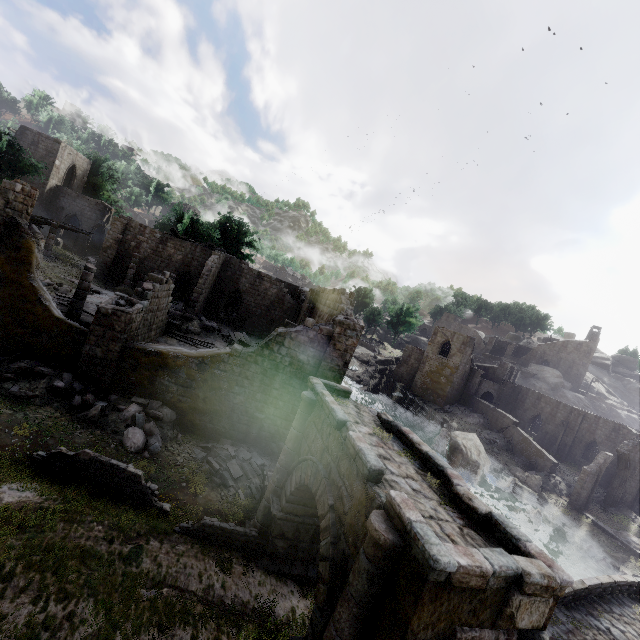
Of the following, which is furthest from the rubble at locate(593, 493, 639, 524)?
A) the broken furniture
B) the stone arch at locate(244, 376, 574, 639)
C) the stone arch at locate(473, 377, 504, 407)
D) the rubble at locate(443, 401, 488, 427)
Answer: the broken furniture

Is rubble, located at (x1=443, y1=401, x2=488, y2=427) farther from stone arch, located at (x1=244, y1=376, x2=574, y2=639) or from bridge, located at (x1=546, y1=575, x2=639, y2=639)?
bridge, located at (x1=546, y1=575, x2=639, y2=639)

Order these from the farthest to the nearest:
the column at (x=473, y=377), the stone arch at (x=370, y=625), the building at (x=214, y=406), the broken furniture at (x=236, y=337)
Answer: the column at (x=473, y=377), the broken furniture at (x=236, y=337), the building at (x=214, y=406), the stone arch at (x=370, y=625)

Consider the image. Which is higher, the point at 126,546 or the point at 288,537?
the point at 288,537

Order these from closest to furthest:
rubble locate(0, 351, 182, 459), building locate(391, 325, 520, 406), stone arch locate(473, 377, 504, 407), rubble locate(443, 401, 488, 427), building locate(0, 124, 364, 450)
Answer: rubble locate(0, 351, 182, 459) → building locate(0, 124, 364, 450) → rubble locate(443, 401, 488, 427) → building locate(391, 325, 520, 406) → stone arch locate(473, 377, 504, 407)

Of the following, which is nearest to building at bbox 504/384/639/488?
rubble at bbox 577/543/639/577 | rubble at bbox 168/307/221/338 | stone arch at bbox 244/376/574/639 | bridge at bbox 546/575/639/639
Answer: rubble at bbox 168/307/221/338

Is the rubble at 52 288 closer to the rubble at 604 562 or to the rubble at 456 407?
the rubble at 604 562

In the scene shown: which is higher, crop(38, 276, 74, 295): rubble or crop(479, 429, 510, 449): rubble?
crop(38, 276, 74, 295): rubble
